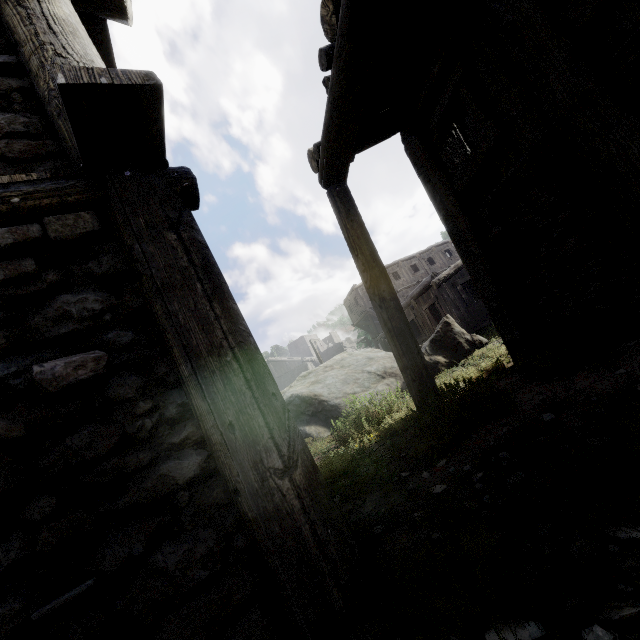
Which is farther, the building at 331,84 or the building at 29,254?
the building at 331,84

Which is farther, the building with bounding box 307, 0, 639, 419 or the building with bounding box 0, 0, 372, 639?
the building with bounding box 307, 0, 639, 419

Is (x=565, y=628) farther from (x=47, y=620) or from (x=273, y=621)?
(x=47, y=620)
